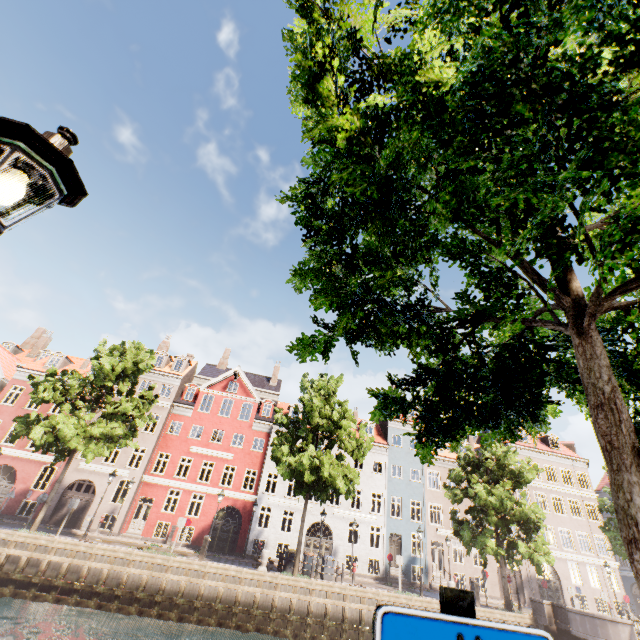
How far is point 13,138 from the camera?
1.63m

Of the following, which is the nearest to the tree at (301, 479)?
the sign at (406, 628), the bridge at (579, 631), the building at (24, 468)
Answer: the bridge at (579, 631)

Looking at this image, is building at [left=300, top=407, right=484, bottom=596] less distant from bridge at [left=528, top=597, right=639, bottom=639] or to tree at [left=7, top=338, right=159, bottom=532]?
tree at [left=7, top=338, right=159, bottom=532]

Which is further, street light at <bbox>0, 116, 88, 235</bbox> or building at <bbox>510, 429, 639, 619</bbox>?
building at <bbox>510, 429, 639, 619</bbox>

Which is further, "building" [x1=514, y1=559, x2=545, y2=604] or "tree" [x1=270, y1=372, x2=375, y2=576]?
"building" [x1=514, y1=559, x2=545, y2=604]

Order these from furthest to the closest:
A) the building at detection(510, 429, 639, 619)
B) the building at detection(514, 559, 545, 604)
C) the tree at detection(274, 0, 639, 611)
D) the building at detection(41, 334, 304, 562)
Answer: the building at detection(510, 429, 639, 619) → the building at detection(514, 559, 545, 604) → the building at detection(41, 334, 304, 562) → the tree at detection(274, 0, 639, 611)

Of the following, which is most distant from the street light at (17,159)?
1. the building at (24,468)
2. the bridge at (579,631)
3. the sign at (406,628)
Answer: the building at (24,468)

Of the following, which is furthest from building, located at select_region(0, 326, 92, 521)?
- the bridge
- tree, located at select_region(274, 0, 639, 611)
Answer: the bridge
